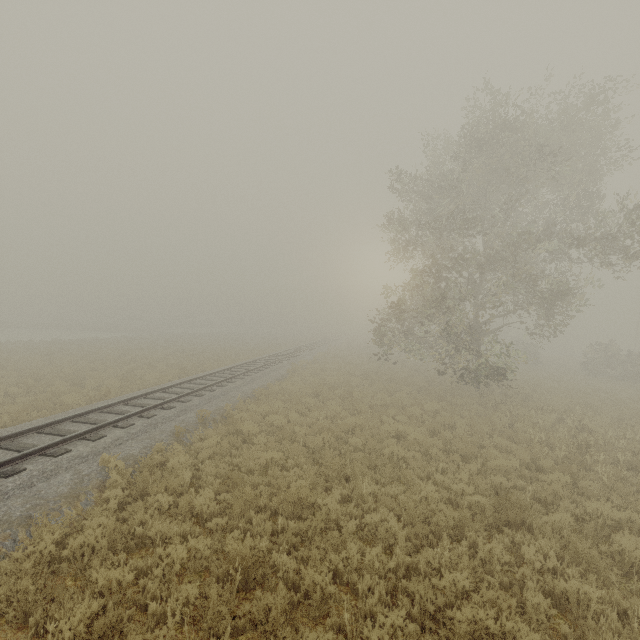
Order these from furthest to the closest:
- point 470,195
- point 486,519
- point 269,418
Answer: point 470,195
point 269,418
point 486,519

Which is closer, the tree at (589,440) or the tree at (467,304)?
the tree at (589,440)

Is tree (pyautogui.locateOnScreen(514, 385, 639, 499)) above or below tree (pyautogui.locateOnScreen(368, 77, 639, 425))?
below

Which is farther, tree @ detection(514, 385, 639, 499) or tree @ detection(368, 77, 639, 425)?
tree @ detection(368, 77, 639, 425)

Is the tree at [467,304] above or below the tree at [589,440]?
above
